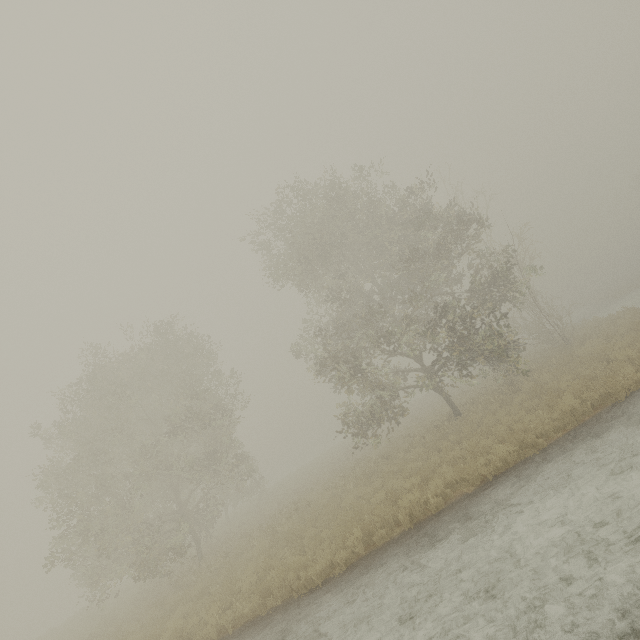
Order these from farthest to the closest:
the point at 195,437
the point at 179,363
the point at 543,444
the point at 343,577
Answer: the point at 195,437 < the point at 179,363 < the point at 543,444 < the point at 343,577

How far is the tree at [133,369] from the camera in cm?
1577

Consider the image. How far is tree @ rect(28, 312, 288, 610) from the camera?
15.77m

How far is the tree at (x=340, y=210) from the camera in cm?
1564

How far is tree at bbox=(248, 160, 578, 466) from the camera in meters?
15.6
